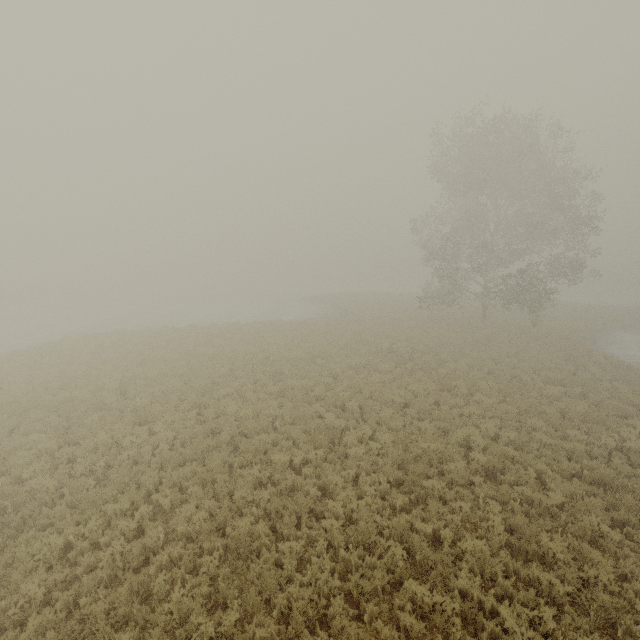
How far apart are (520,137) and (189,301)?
40.7m
